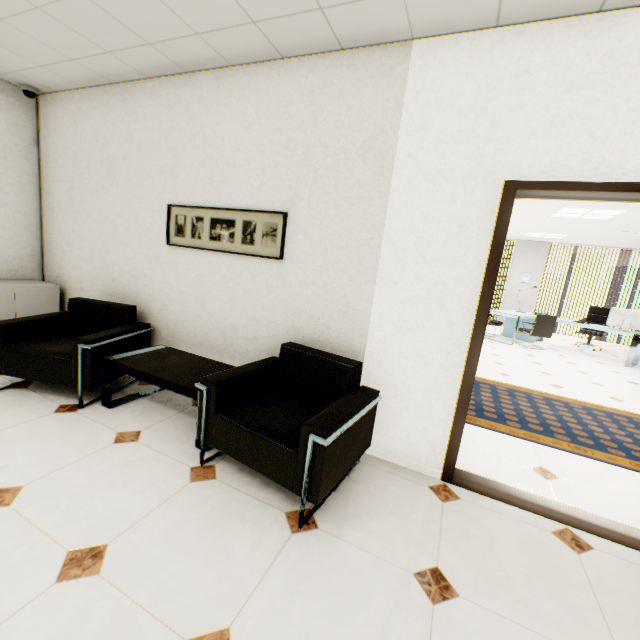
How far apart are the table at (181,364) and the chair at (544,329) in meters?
7.5 m

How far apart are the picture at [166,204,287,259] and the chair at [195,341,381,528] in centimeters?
74cm

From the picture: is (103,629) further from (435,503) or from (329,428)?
(435,503)

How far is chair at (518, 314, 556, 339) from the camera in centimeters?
768cm

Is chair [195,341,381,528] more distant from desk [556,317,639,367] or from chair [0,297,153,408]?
desk [556,317,639,367]

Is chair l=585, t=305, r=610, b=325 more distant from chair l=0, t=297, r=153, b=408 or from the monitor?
chair l=0, t=297, r=153, b=408

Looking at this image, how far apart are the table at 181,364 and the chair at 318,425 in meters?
0.1

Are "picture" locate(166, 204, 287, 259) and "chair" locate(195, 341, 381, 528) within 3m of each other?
yes
